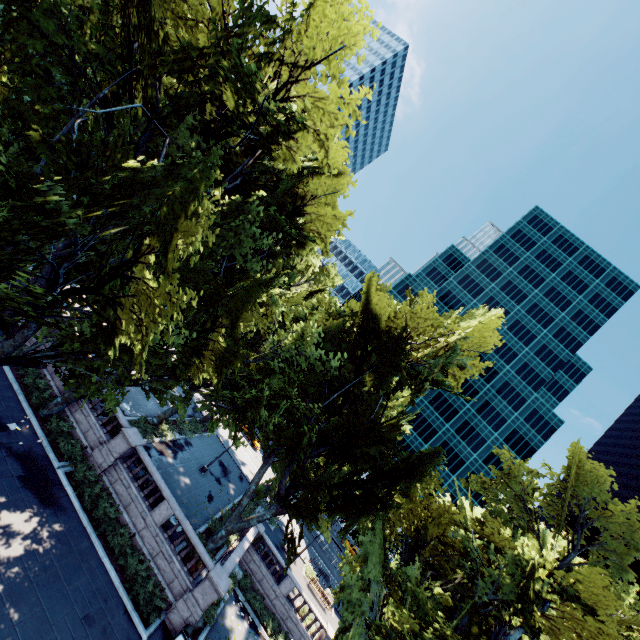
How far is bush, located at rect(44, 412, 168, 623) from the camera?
16.97m

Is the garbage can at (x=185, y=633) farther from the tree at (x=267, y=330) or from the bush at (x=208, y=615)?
the tree at (x=267, y=330)

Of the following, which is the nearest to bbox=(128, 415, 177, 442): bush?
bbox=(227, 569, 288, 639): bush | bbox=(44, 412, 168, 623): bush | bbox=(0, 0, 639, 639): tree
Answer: bbox=(0, 0, 639, 639): tree

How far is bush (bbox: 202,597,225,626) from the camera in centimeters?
1938cm

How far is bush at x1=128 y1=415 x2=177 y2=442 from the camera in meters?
24.7 m

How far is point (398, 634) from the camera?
15.3 meters

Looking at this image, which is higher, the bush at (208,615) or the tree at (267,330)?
the tree at (267,330)

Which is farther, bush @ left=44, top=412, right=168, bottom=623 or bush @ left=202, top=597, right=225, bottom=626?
bush @ left=202, top=597, right=225, bottom=626
